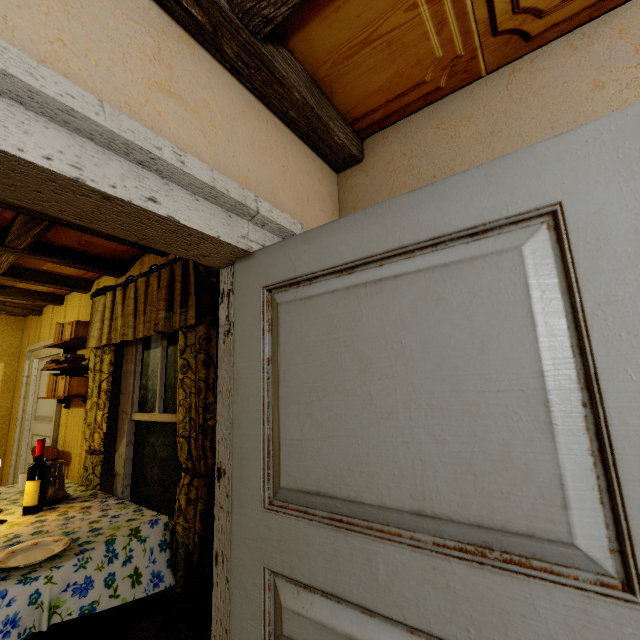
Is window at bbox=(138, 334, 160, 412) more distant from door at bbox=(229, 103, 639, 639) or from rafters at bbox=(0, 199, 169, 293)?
door at bbox=(229, 103, 639, 639)

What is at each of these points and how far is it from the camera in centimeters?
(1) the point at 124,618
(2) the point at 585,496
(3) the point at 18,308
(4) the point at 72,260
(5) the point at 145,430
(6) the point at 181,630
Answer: (1) table, 194cm
(2) door, 56cm
(3) rafters, 443cm
(4) rafters, 286cm
(5) window, 270cm
(6) cushion, 141cm

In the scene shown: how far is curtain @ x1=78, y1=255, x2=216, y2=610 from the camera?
1.8m

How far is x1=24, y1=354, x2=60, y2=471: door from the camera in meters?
4.0 m

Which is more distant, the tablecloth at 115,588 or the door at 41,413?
the door at 41,413

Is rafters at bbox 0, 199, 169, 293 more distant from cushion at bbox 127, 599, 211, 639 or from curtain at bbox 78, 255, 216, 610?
cushion at bbox 127, 599, 211, 639

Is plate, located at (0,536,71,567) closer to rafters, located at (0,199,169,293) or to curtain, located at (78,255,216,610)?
curtain, located at (78,255,216,610)

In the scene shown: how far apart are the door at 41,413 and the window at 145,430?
1.8m
